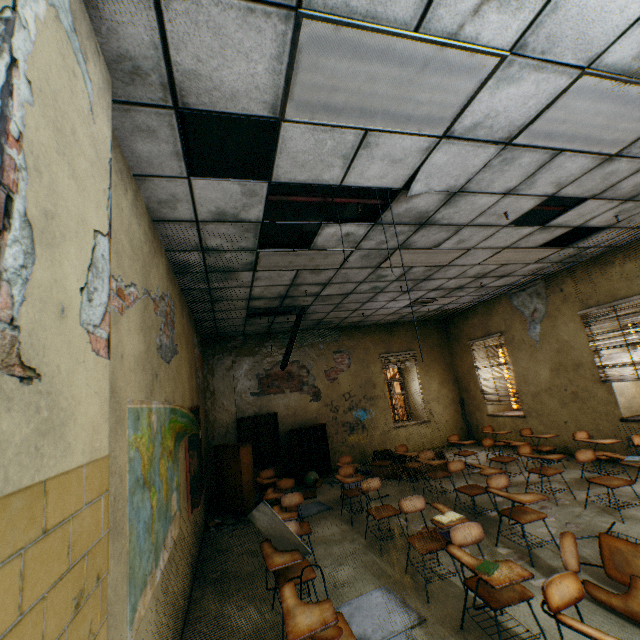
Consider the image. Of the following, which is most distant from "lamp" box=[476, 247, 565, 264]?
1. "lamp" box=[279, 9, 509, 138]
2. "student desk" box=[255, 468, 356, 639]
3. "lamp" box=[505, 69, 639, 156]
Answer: "student desk" box=[255, 468, 356, 639]

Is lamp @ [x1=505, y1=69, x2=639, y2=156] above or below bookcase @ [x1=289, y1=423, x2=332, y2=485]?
above

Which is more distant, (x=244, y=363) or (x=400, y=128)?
(x=244, y=363)

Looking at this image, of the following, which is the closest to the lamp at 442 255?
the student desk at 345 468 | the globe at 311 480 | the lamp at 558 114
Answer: the lamp at 558 114

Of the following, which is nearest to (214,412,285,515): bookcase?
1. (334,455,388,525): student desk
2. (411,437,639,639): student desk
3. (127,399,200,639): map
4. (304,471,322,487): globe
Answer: (304,471,322,487): globe

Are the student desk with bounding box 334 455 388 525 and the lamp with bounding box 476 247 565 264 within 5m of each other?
yes

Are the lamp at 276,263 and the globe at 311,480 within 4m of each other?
no

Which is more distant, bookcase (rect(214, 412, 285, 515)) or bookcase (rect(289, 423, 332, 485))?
bookcase (rect(289, 423, 332, 485))
